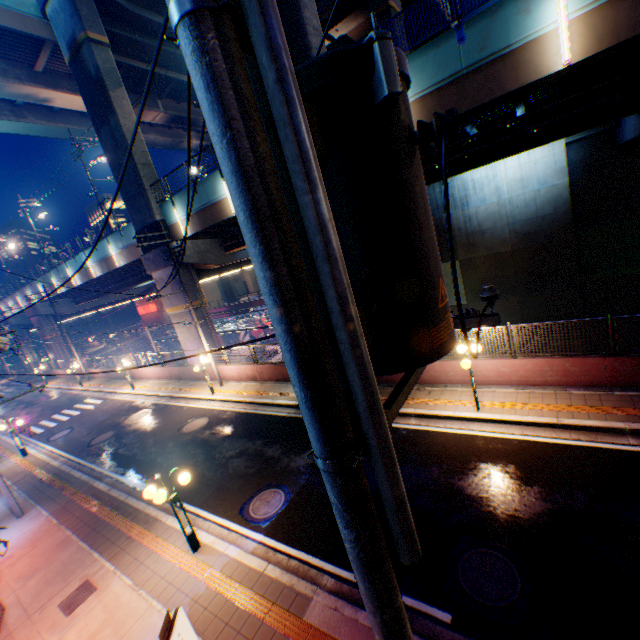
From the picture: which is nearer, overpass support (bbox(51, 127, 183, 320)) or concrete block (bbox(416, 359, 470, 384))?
concrete block (bbox(416, 359, 470, 384))

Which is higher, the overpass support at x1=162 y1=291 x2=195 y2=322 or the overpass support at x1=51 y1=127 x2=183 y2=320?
the overpass support at x1=51 y1=127 x2=183 y2=320

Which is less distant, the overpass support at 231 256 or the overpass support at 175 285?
the overpass support at 231 256

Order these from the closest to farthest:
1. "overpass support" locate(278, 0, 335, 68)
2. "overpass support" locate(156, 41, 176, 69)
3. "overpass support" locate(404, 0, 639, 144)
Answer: "overpass support" locate(404, 0, 639, 144) < "overpass support" locate(278, 0, 335, 68) < "overpass support" locate(156, 41, 176, 69)

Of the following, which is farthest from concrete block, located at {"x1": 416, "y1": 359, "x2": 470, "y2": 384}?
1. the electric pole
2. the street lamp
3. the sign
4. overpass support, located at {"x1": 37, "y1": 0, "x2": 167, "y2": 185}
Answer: the sign

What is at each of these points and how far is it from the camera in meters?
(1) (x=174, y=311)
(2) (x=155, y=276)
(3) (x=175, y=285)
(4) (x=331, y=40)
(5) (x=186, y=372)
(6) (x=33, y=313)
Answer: (1) overpass support, 23.6 m
(2) overpass support, 23.3 m
(3) overpass support, 22.4 m
(4) overpass support, 27.8 m
(5) concrete block, 22.5 m
(6) overpass support, 40.8 m

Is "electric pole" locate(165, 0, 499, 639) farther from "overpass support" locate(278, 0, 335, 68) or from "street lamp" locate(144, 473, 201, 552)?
"overpass support" locate(278, 0, 335, 68)

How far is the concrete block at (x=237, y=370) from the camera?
17.2 meters
